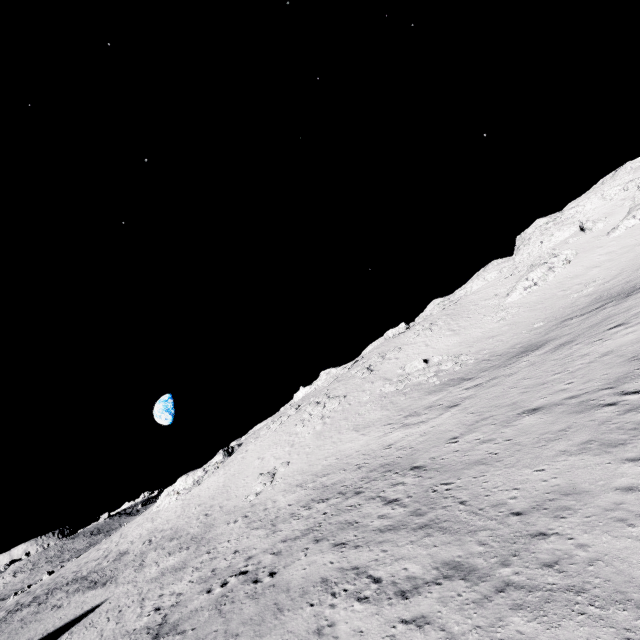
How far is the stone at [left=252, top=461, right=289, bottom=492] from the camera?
31.4 meters

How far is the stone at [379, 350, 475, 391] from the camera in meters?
35.3 m

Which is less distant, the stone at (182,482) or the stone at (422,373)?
the stone at (422,373)

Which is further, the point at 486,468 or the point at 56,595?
the point at 56,595

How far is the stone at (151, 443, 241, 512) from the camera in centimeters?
4697cm

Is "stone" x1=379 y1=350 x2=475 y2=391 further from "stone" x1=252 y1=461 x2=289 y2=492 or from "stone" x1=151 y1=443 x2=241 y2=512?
"stone" x1=151 y1=443 x2=241 y2=512

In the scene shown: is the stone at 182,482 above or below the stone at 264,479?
above
